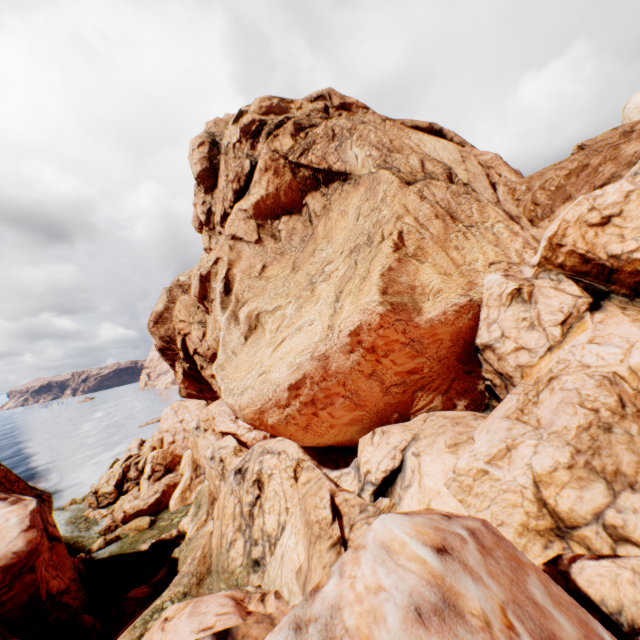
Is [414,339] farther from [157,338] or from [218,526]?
[157,338]

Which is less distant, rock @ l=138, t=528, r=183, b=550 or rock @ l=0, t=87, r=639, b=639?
rock @ l=0, t=87, r=639, b=639

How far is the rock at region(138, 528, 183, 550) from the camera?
27.86m

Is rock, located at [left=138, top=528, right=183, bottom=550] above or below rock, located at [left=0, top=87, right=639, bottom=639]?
below

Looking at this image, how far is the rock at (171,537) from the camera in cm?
2786

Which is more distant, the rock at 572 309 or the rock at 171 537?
the rock at 171 537
